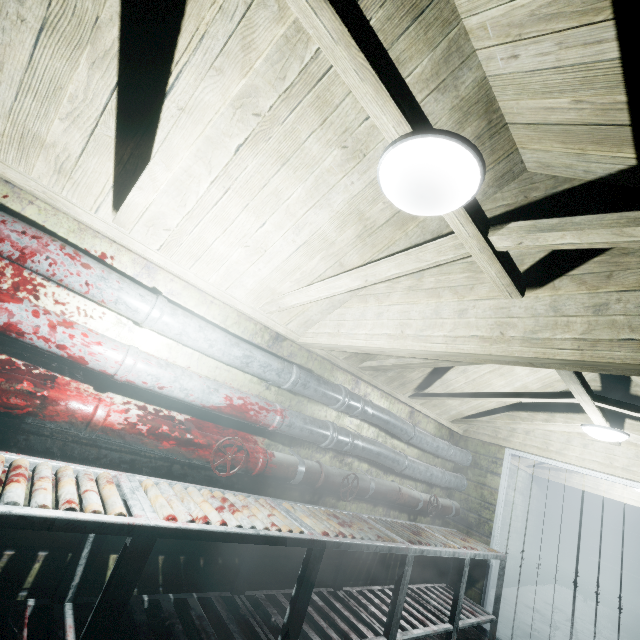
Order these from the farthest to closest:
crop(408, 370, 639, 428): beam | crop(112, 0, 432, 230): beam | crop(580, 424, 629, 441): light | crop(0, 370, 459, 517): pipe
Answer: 1. crop(580, 424, 629, 441): light
2. crop(408, 370, 639, 428): beam
3. crop(0, 370, 459, 517): pipe
4. crop(112, 0, 432, 230): beam

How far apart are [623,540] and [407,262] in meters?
10.2 m

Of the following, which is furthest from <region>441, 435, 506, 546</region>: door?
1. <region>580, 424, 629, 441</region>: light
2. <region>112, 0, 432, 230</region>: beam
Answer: <region>112, 0, 432, 230</region>: beam

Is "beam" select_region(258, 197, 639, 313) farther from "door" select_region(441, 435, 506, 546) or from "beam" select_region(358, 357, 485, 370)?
"door" select_region(441, 435, 506, 546)

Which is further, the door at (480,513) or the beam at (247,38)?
the door at (480,513)

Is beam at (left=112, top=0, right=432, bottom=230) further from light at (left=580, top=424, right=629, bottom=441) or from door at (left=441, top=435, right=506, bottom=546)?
door at (left=441, top=435, right=506, bottom=546)

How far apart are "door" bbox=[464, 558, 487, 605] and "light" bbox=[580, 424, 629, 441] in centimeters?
108cm

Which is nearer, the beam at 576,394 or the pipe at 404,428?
the pipe at 404,428
